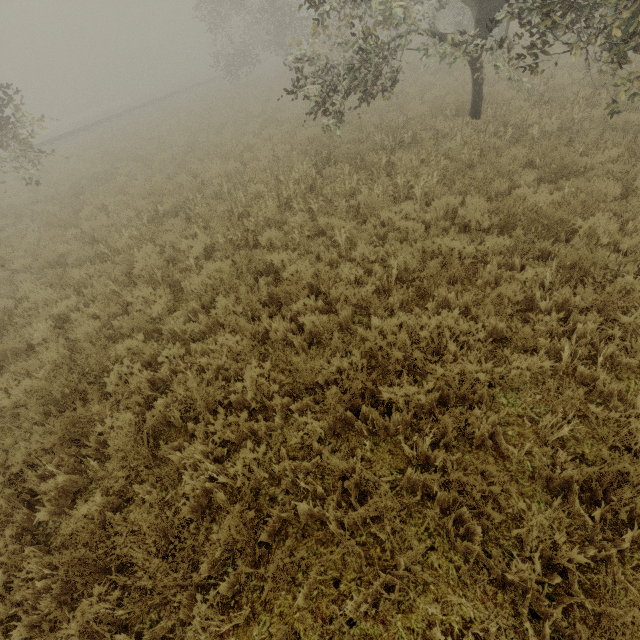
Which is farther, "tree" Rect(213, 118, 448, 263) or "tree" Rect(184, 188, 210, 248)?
"tree" Rect(184, 188, 210, 248)

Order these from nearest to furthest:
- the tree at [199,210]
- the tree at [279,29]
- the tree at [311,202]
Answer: the tree at [279,29], the tree at [311,202], the tree at [199,210]

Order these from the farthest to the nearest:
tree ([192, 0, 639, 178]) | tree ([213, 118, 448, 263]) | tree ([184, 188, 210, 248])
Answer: tree ([184, 188, 210, 248])
tree ([213, 118, 448, 263])
tree ([192, 0, 639, 178])

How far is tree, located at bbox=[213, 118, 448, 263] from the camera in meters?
6.8

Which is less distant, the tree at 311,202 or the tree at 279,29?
the tree at 279,29

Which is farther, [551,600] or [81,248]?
[81,248]

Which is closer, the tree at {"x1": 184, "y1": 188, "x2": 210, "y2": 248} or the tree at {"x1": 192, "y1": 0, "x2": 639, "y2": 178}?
the tree at {"x1": 192, "y1": 0, "x2": 639, "y2": 178}
